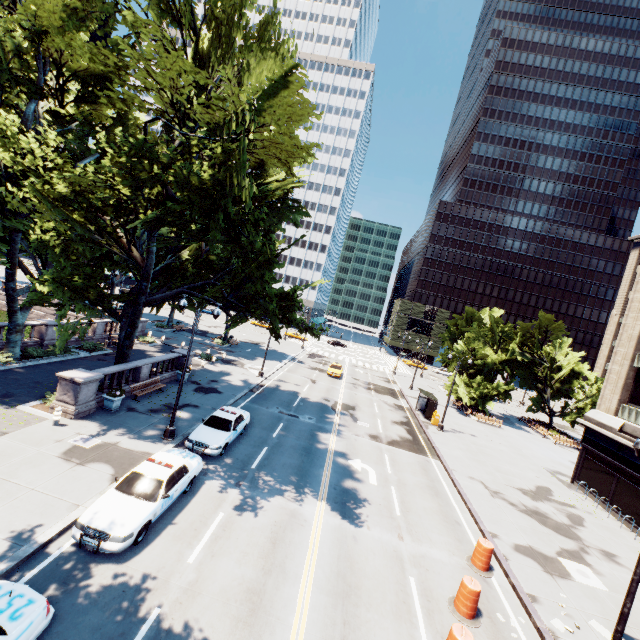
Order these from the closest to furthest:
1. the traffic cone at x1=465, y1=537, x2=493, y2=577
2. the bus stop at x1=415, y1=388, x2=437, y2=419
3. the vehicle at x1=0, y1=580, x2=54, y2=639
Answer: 1. the vehicle at x1=0, y1=580, x2=54, y2=639
2. the traffic cone at x1=465, y1=537, x2=493, y2=577
3. the bus stop at x1=415, y1=388, x2=437, y2=419

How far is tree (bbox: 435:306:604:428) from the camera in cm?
3772

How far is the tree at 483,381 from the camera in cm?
3772

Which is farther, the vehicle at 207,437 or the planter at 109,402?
the planter at 109,402

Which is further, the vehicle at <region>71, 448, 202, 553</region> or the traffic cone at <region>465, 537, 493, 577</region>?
the traffic cone at <region>465, 537, 493, 577</region>

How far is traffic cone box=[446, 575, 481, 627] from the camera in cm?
1059

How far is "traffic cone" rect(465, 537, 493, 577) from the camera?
13.0 meters

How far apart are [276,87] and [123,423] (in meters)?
17.38
